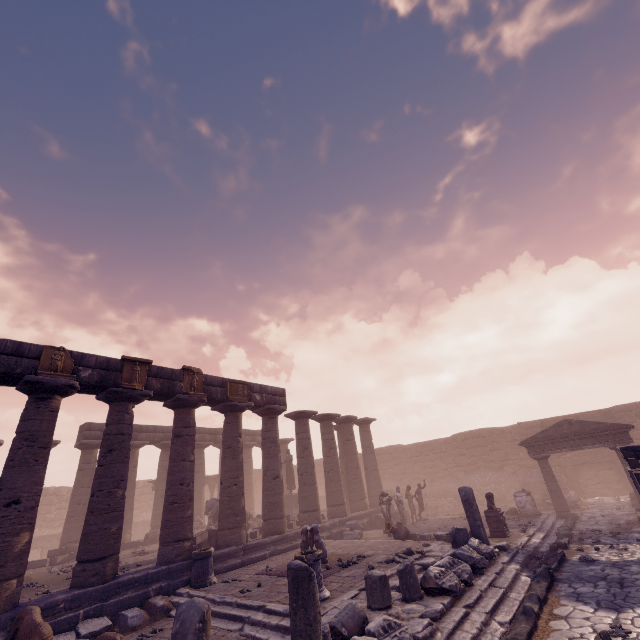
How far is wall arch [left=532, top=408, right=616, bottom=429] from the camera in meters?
21.2 m

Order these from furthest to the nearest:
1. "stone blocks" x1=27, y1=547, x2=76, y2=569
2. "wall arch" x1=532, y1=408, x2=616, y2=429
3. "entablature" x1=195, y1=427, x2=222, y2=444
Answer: "entablature" x1=195, y1=427, x2=222, y2=444 < "wall arch" x1=532, y1=408, x2=616, y2=429 < "stone blocks" x1=27, y1=547, x2=76, y2=569

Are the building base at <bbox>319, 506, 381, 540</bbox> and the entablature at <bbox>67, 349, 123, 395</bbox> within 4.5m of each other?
no

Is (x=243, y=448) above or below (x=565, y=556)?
above

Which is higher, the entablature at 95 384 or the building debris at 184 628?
the entablature at 95 384

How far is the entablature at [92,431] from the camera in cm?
1828

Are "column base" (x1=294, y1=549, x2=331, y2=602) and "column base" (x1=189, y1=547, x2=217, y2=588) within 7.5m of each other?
yes

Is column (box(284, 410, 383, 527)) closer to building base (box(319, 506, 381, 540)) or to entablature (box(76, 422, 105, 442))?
building base (box(319, 506, 381, 540))
